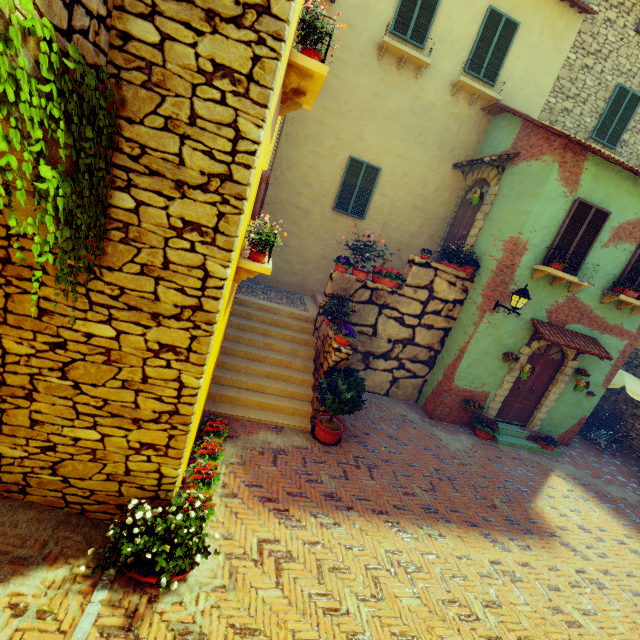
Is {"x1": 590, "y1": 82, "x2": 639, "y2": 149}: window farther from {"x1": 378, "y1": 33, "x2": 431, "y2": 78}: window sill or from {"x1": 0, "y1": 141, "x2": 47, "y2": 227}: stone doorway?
{"x1": 0, "y1": 141, "x2": 47, "y2": 227}: stone doorway

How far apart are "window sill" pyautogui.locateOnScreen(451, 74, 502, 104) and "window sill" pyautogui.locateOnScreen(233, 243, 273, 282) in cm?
Answer: 839

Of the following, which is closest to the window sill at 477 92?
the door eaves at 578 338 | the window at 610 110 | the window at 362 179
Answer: the window at 362 179

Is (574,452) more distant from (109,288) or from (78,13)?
(78,13)

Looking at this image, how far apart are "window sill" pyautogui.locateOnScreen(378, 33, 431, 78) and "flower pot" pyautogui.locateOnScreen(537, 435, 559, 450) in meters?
11.4 m

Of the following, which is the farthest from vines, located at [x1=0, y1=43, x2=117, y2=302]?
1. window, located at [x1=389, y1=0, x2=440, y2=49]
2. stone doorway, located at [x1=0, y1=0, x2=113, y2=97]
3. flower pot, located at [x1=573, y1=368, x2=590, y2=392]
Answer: window, located at [x1=389, y1=0, x2=440, y2=49]

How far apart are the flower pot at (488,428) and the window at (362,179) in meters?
7.2 m

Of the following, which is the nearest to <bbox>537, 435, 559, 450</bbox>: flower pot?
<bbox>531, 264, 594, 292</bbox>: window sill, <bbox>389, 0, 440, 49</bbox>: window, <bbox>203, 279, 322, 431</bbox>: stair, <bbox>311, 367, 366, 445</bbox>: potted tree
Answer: <bbox>531, 264, 594, 292</bbox>: window sill
